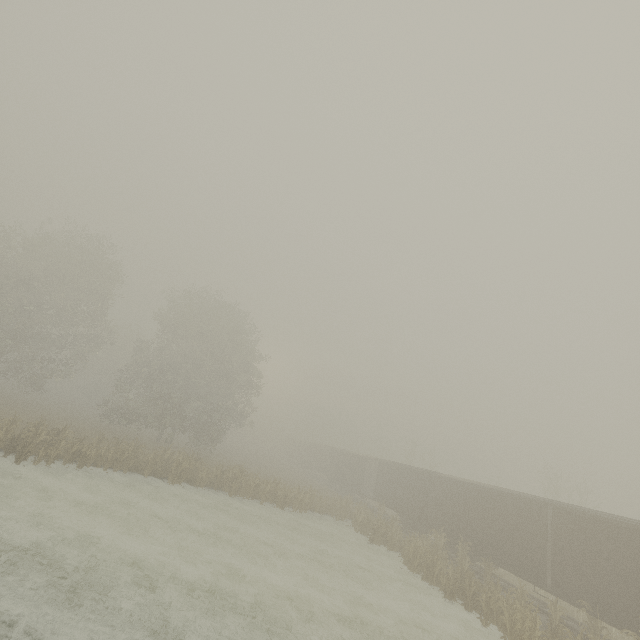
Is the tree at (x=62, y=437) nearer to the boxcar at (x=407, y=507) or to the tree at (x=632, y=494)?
the boxcar at (x=407, y=507)

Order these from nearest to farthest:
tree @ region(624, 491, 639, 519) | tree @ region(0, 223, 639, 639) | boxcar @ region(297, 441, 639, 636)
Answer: boxcar @ region(297, 441, 639, 636), tree @ region(0, 223, 639, 639), tree @ region(624, 491, 639, 519)

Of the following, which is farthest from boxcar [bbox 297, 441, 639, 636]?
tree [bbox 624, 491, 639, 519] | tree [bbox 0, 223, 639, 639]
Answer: tree [bbox 624, 491, 639, 519]

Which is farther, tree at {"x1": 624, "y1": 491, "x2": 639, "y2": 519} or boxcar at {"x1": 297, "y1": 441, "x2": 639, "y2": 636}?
tree at {"x1": 624, "y1": 491, "x2": 639, "y2": 519}

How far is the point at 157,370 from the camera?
38.2m

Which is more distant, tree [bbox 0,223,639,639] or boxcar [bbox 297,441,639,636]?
tree [bbox 0,223,639,639]
